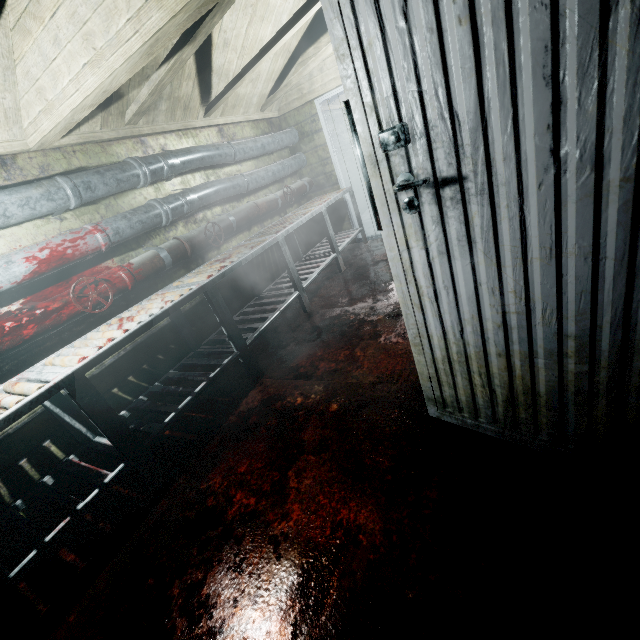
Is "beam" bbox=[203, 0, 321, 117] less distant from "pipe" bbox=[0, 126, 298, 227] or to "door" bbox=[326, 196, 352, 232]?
"pipe" bbox=[0, 126, 298, 227]

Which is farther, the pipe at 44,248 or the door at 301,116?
the door at 301,116

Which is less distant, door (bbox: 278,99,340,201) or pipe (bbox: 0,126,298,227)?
pipe (bbox: 0,126,298,227)

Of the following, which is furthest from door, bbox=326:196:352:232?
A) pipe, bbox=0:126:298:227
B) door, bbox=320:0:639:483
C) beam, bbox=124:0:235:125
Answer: door, bbox=320:0:639:483

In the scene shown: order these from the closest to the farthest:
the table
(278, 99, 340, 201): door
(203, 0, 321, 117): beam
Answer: the table, (203, 0, 321, 117): beam, (278, 99, 340, 201): door

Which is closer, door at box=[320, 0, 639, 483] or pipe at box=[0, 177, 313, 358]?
door at box=[320, 0, 639, 483]

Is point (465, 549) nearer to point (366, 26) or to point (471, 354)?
point (471, 354)

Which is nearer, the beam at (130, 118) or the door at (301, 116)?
the beam at (130, 118)
